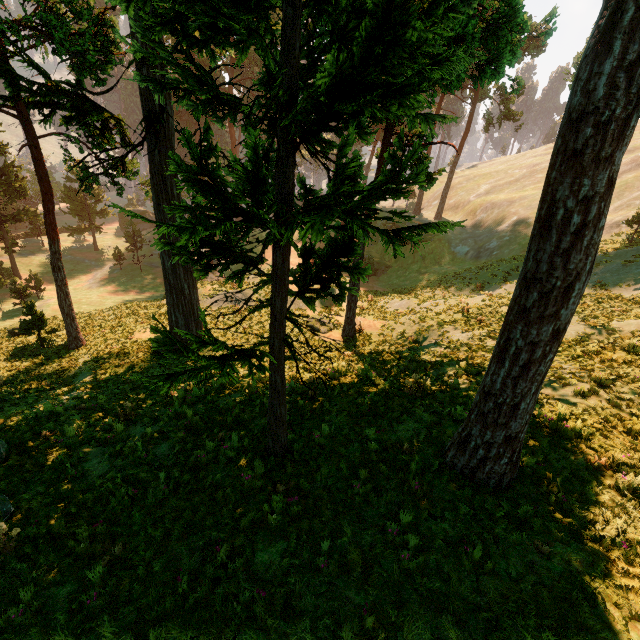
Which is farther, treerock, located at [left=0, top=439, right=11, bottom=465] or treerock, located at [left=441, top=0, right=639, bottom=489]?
treerock, located at [left=0, top=439, right=11, bottom=465]

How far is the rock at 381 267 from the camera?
43.7 meters

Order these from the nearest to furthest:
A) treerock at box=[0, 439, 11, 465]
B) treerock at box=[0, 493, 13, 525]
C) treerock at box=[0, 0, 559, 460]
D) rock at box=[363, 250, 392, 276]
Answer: treerock at box=[0, 0, 559, 460] → treerock at box=[0, 493, 13, 525] → treerock at box=[0, 439, 11, 465] → rock at box=[363, 250, 392, 276]

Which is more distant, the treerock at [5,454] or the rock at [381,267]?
the rock at [381,267]

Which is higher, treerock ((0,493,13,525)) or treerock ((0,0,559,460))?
treerock ((0,0,559,460))

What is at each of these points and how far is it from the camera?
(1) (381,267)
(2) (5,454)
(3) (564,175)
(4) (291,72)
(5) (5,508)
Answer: (1) rock, 43.6m
(2) treerock, 8.1m
(3) treerock, 4.2m
(4) treerock, 4.6m
(5) treerock, 6.4m

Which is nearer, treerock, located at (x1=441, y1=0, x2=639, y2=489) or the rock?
treerock, located at (x1=441, y1=0, x2=639, y2=489)

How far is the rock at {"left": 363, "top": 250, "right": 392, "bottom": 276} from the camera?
43.66m
